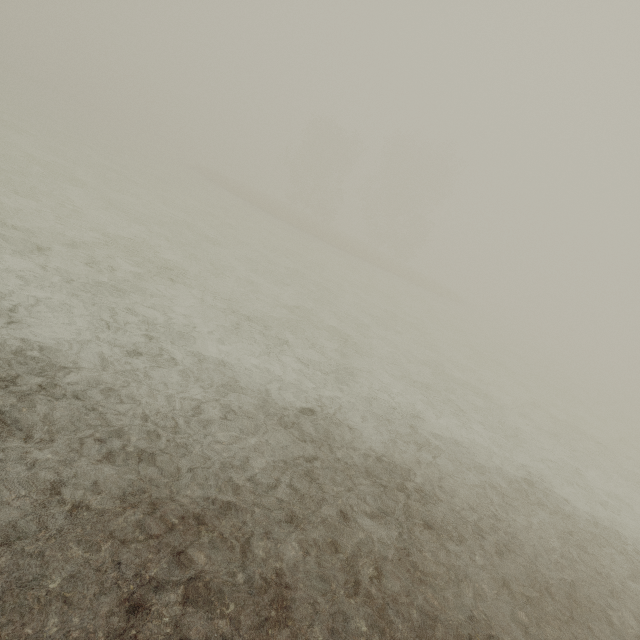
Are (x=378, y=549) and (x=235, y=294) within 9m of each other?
yes
